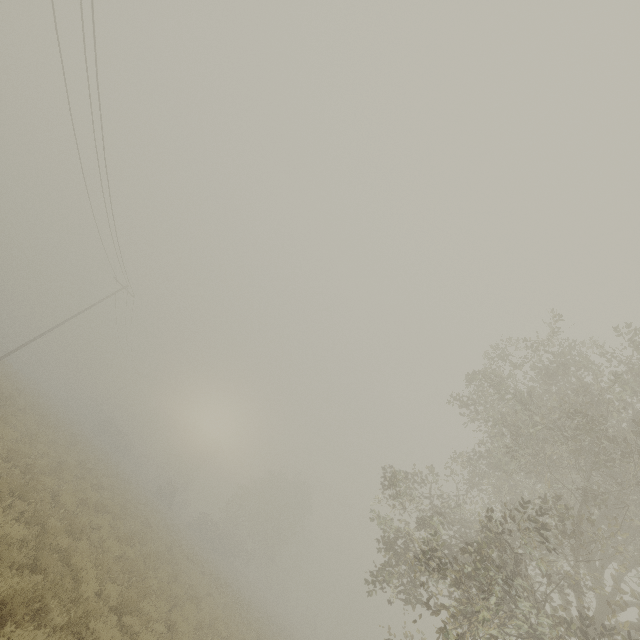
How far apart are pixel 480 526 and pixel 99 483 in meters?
22.2 m
